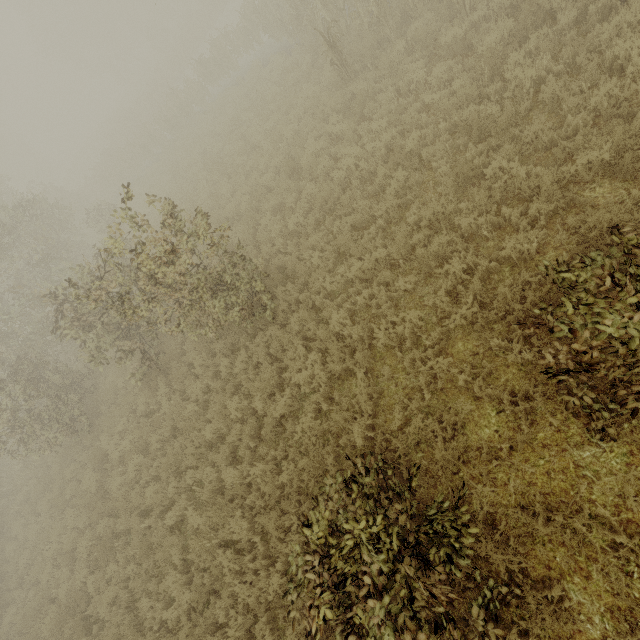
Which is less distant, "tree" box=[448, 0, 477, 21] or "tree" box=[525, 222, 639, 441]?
"tree" box=[525, 222, 639, 441]

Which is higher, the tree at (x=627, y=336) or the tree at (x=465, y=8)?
the tree at (x=627, y=336)

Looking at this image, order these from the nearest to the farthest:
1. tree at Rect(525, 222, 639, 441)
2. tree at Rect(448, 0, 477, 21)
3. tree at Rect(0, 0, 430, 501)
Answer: tree at Rect(525, 222, 639, 441), tree at Rect(0, 0, 430, 501), tree at Rect(448, 0, 477, 21)

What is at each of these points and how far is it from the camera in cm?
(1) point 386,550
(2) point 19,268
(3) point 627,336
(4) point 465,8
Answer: (1) tree, 374
(2) tree, 1511
(3) tree, 271
(4) tree, 841
